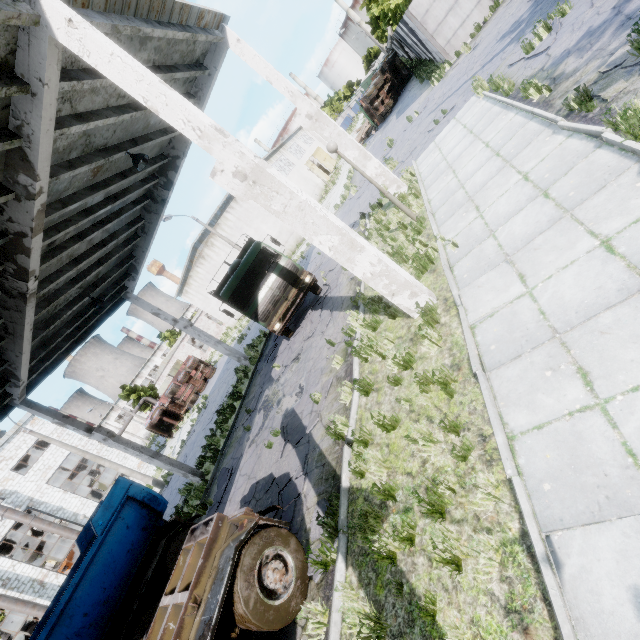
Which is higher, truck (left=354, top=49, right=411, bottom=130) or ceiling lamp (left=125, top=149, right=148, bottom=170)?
ceiling lamp (left=125, top=149, right=148, bottom=170)

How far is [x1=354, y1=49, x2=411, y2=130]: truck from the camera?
29.0m

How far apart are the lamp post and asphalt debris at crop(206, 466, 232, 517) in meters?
10.3

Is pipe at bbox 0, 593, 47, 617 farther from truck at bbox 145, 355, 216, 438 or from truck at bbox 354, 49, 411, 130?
truck at bbox 354, 49, 411, 130

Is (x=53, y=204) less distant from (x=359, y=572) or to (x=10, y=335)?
(x=10, y=335)

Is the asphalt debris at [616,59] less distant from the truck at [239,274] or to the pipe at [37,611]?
the truck at [239,274]

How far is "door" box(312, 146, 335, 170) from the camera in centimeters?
4856cm

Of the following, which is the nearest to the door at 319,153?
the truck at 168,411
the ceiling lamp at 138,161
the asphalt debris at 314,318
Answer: the truck at 168,411
